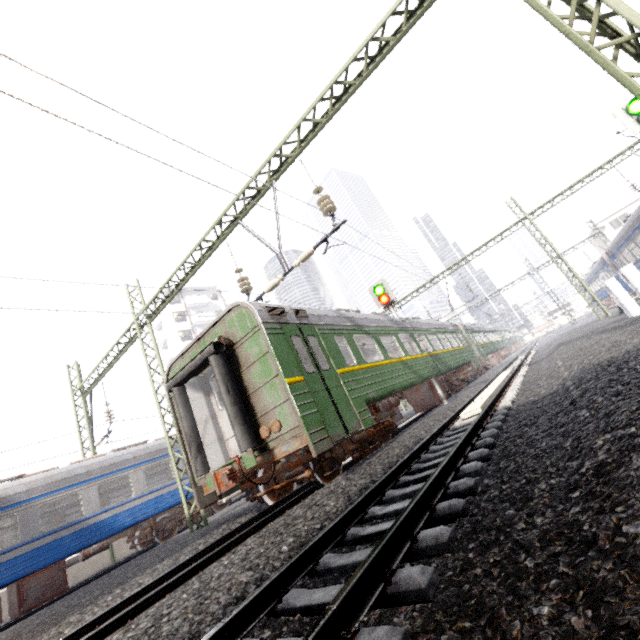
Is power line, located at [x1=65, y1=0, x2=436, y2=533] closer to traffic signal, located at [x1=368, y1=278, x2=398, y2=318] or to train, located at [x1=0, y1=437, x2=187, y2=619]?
train, located at [x1=0, y1=437, x2=187, y2=619]

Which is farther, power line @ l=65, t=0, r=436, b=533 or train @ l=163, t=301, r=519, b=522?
power line @ l=65, t=0, r=436, b=533

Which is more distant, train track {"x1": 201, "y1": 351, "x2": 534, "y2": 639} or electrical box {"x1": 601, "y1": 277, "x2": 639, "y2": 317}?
electrical box {"x1": 601, "y1": 277, "x2": 639, "y2": 317}

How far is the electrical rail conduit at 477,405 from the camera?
7.41m

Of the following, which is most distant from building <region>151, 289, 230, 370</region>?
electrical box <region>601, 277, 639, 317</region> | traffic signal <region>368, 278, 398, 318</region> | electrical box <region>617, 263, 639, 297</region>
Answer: electrical box <region>617, 263, 639, 297</region>

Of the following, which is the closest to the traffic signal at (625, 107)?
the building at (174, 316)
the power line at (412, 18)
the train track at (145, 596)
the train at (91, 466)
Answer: the power line at (412, 18)

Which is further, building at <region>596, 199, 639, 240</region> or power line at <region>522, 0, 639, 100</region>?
building at <region>596, 199, 639, 240</region>

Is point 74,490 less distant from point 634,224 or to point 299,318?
point 299,318
